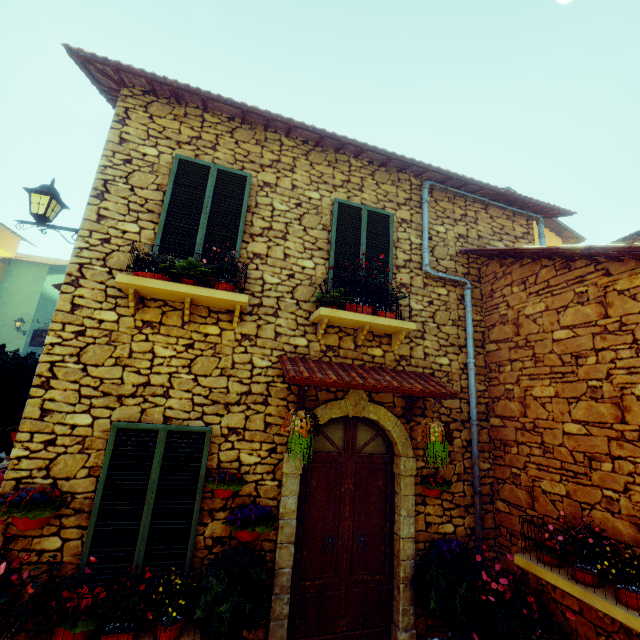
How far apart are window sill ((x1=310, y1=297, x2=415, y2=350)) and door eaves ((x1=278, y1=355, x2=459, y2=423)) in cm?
30

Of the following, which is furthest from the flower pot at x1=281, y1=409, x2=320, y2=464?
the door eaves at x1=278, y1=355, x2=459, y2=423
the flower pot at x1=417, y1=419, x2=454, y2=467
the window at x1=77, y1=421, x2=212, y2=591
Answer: the flower pot at x1=417, y1=419, x2=454, y2=467

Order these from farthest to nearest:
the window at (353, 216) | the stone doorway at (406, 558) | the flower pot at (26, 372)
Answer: the window at (353, 216) → the stone doorway at (406, 558) → the flower pot at (26, 372)

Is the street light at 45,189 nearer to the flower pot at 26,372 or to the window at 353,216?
the flower pot at 26,372

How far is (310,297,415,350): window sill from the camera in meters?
4.5

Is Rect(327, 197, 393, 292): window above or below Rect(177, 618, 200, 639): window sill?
above

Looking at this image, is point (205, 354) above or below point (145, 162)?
below

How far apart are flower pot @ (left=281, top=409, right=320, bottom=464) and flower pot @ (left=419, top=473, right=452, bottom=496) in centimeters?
198cm
